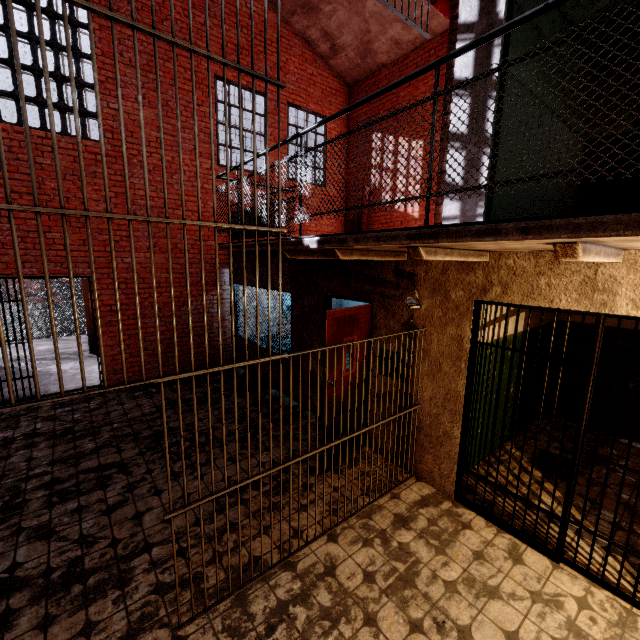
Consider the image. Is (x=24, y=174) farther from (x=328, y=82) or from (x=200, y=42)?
(x=328, y=82)

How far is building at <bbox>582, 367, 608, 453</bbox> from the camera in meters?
5.1

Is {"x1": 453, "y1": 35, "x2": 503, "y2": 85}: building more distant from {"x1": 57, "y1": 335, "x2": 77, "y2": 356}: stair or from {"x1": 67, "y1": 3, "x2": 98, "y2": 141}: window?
{"x1": 57, "y1": 335, "x2": 77, "y2": 356}: stair

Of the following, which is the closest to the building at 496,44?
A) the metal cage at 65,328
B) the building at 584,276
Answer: the building at 584,276

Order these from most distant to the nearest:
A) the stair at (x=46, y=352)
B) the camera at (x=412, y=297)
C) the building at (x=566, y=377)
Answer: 1. the stair at (x=46, y=352)
2. the building at (x=566, y=377)
3. the camera at (x=412, y=297)

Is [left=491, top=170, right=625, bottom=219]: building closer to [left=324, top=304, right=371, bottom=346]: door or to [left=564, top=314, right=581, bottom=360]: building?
[left=564, top=314, right=581, bottom=360]: building

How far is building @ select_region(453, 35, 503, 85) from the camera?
3.0m
